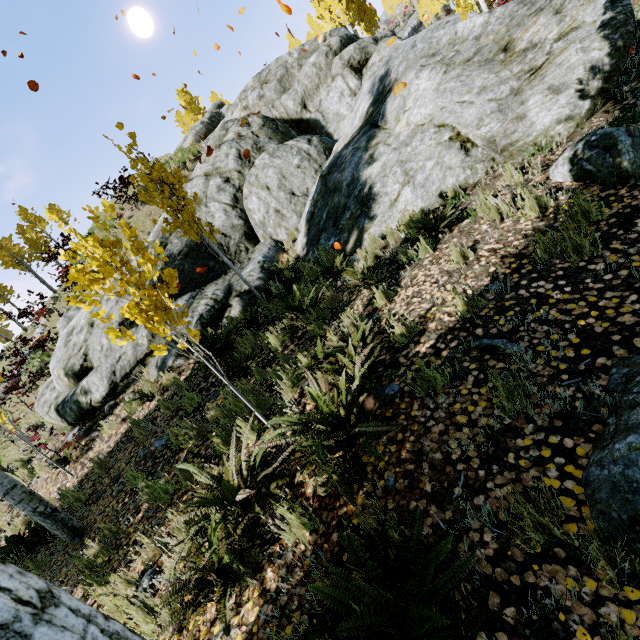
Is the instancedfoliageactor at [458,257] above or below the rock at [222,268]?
below

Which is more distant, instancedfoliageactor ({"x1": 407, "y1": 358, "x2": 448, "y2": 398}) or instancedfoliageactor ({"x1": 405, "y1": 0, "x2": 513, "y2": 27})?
instancedfoliageactor ({"x1": 405, "y1": 0, "x2": 513, "y2": 27})

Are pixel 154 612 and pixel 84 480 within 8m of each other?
yes

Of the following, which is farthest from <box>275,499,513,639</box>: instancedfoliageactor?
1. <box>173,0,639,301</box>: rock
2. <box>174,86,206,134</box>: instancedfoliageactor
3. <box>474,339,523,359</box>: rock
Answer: <box>174,86,206,134</box>: instancedfoliageactor

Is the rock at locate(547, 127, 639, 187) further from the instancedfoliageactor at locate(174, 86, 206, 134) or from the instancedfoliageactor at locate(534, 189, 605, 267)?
the instancedfoliageactor at locate(174, 86, 206, 134)

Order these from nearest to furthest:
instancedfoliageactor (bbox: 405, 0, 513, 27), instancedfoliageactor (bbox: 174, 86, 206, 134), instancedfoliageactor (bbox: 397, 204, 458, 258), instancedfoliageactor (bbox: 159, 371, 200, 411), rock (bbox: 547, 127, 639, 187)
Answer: rock (bbox: 547, 127, 639, 187) < instancedfoliageactor (bbox: 397, 204, 458, 258) < instancedfoliageactor (bbox: 159, 371, 200, 411) < instancedfoliageactor (bbox: 405, 0, 513, 27) < instancedfoliageactor (bbox: 174, 86, 206, 134)

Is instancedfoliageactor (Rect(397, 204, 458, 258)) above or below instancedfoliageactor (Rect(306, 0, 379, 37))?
below

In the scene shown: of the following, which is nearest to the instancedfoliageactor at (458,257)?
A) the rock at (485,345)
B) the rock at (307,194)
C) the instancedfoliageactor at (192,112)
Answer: the rock at (307,194)
